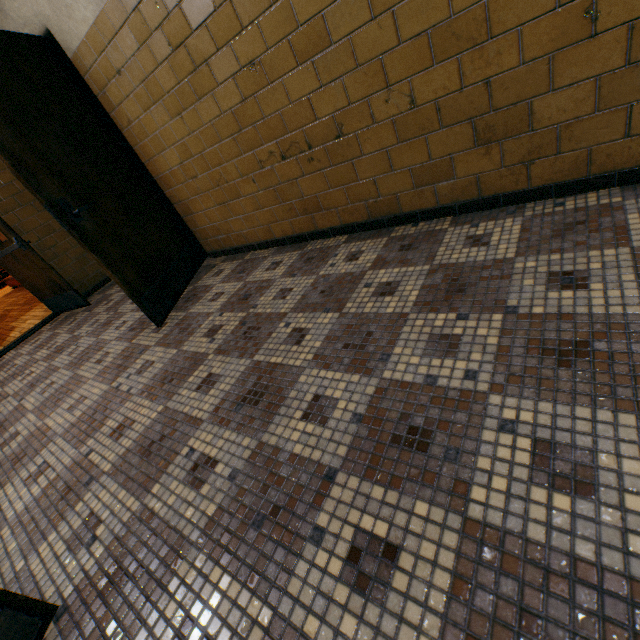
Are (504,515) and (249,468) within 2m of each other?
yes

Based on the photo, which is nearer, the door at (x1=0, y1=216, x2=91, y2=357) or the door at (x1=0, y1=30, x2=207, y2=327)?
the door at (x1=0, y1=30, x2=207, y2=327)

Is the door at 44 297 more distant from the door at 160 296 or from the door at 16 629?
the door at 16 629

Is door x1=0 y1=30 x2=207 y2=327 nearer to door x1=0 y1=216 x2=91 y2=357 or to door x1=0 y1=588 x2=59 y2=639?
door x1=0 y1=216 x2=91 y2=357

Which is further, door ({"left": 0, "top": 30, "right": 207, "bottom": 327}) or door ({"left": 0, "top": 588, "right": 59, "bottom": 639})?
door ({"left": 0, "top": 30, "right": 207, "bottom": 327})

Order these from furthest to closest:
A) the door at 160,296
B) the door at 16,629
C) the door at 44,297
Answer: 1. the door at 44,297
2. the door at 160,296
3. the door at 16,629

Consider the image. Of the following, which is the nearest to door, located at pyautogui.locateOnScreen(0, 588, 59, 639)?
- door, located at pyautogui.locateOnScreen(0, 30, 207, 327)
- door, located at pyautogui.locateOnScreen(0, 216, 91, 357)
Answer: door, located at pyautogui.locateOnScreen(0, 30, 207, 327)
